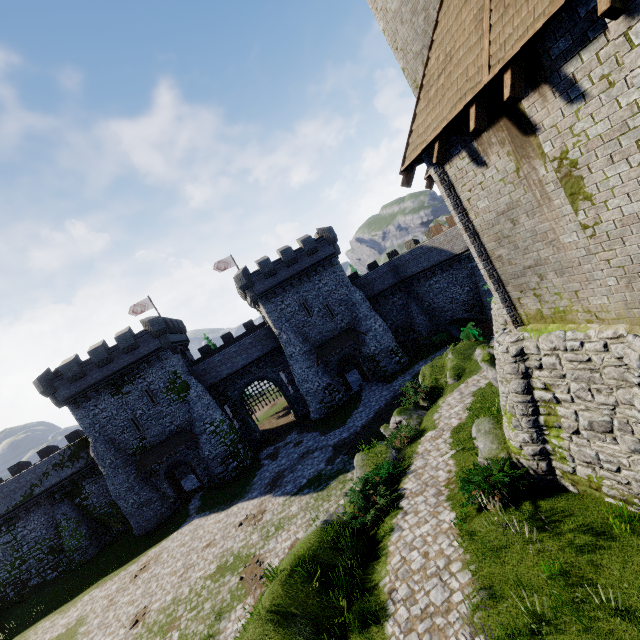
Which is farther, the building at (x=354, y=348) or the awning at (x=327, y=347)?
the building at (x=354, y=348)

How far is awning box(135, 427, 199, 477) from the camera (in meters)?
29.64

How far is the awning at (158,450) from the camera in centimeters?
2964cm

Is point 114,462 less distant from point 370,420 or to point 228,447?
point 228,447

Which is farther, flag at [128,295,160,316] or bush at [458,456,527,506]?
flag at [128,295,160,316]

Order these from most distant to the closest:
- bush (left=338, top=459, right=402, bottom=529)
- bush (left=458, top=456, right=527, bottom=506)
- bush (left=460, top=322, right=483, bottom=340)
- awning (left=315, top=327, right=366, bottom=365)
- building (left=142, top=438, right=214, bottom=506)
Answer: awning (left=315, top=327, right=366, bottom=365), building (left=142, top=438, right=214, bottom=506), bush (left=460, top=322, right=483, bottom=340), bush (left=338, top=459, right=402, bottom=529), bush (left=458, top=456, right=527, bottom=506)

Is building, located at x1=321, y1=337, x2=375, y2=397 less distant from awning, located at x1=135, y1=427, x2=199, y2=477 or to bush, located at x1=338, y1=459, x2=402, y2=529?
awning, located at x1=135, y1=427, x2=199, y2=477

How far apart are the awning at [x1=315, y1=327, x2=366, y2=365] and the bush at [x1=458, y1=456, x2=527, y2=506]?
22.54m
